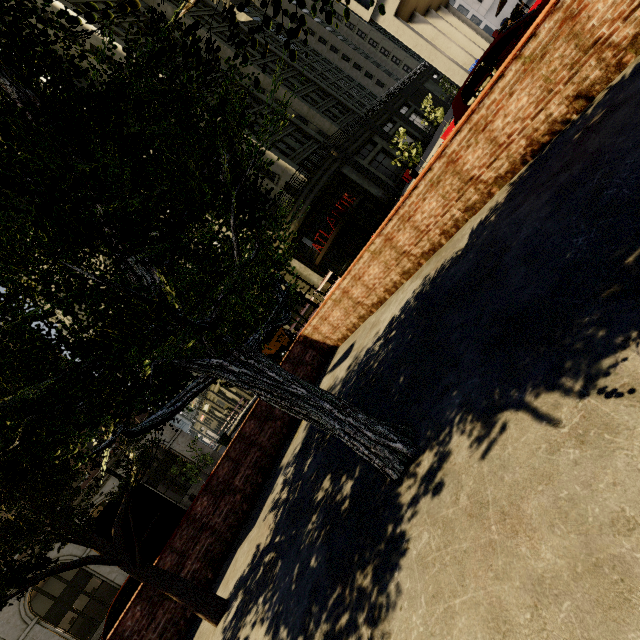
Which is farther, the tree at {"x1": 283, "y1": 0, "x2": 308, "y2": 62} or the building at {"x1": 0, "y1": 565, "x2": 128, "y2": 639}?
the building at {"x1": 0, "y1": 565, "x2": 128, "y2": 639}

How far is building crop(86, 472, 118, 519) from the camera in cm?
2183

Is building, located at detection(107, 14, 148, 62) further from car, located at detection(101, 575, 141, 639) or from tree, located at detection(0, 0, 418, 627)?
car, located at detection(101, 575, 141, 639)

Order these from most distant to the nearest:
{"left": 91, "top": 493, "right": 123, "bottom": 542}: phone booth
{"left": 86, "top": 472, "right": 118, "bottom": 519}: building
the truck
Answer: the truck < {"left": 86, "top": 472, "right": 118, "bottom": 519}: building < {"left": 91, "top": 493, "right": 123, "bottom": 542}: phone booth

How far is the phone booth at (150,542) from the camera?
Result: 6.6m

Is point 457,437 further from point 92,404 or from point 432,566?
point 92,404

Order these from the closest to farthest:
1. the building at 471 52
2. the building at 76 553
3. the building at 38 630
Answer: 1. the building at 38 630
2. the building at 471 52
3. the building at 76 553
